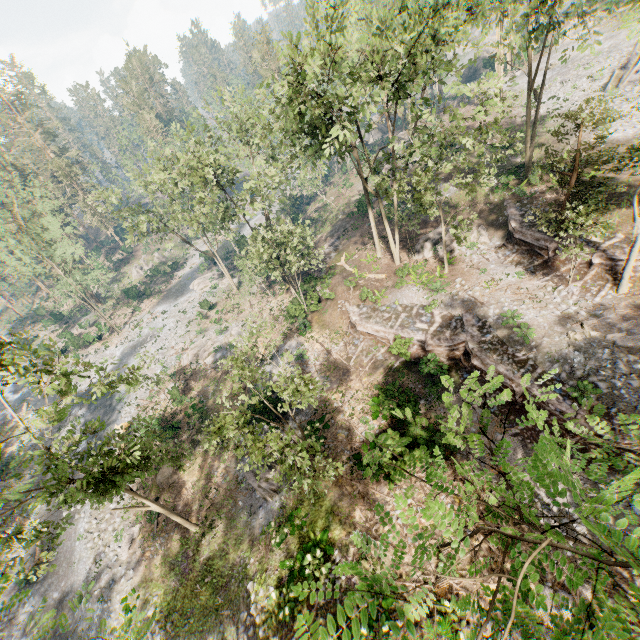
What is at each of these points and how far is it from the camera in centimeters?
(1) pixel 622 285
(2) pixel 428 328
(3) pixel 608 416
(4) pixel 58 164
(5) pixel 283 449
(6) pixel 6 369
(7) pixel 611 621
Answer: (1) foliage, 1836cm
(2) ground embankment, 2239cm
(3) ground embankment, 1473cm
(4) foliage, 5634cm
(5) foliage, 1434cm
(6) foliage, 1368cm
(7) foliage, 183cm

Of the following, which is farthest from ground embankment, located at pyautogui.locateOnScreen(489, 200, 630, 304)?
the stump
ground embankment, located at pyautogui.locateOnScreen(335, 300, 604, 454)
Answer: the stump

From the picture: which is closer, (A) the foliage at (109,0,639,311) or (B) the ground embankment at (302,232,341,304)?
(A) the foliage at (109,0,639,311)

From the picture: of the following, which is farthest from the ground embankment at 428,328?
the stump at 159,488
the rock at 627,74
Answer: the rock at 627,74

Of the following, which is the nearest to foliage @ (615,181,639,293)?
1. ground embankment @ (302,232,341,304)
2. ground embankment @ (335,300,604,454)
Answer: ground embankment @ (335,300,604,454)

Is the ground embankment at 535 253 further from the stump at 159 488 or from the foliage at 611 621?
the stump at 159 488

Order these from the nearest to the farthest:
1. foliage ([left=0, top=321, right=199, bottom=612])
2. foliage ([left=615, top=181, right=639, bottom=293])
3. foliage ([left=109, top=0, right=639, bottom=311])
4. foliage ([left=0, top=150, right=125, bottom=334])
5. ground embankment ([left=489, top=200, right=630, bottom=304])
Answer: foliage ([left=0, top=321, right=199, bottom=612]), foliage ([left=615, top=181, right=639, bottom=293]), foliage ([left=109, top=0, right=639, bottom=311]), ground embankment ([left=489, top=200, right=630, bottom=304]), foliage ([left=0, top=150, right=125, bottom=334])

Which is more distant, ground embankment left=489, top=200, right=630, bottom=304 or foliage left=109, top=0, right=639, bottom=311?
ground embankment left=489, top=200, right=630, bottom=304
